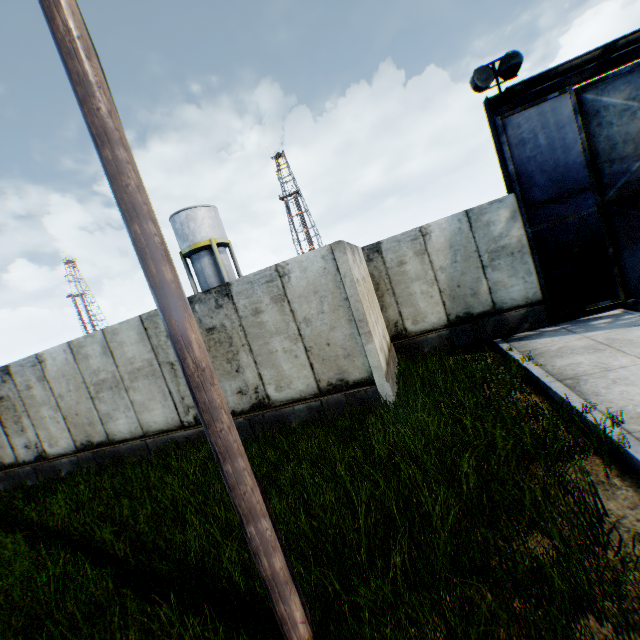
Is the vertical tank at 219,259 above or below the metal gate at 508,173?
above

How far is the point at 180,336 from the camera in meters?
2.2 m

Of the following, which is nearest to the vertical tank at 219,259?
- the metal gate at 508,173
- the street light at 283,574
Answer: the metal gate at 508,173

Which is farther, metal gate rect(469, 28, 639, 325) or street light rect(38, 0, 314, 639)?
metal gate rect(469, 28, 639, 325)

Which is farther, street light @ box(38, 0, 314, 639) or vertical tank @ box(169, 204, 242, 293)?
vertical tank @ box(169, 204, 242, 293)

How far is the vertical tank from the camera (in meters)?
26.11

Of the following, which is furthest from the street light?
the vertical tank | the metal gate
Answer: the vertical tank

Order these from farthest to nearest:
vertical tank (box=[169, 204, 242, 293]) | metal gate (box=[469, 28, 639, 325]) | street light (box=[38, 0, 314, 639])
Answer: vertical tank (box=[169, 204, 242, 293]), metal gate (box=[469, 28, 639, 325]), street light (box=[38, 0, 314, 639])
